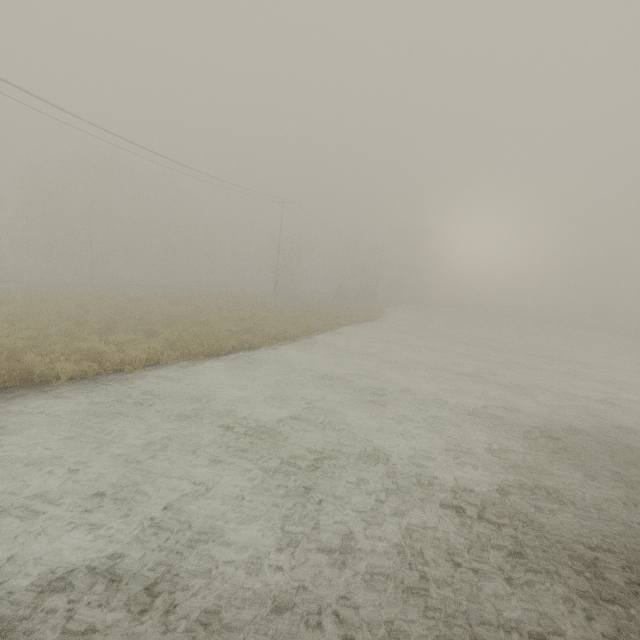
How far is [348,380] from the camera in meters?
12.4 m
